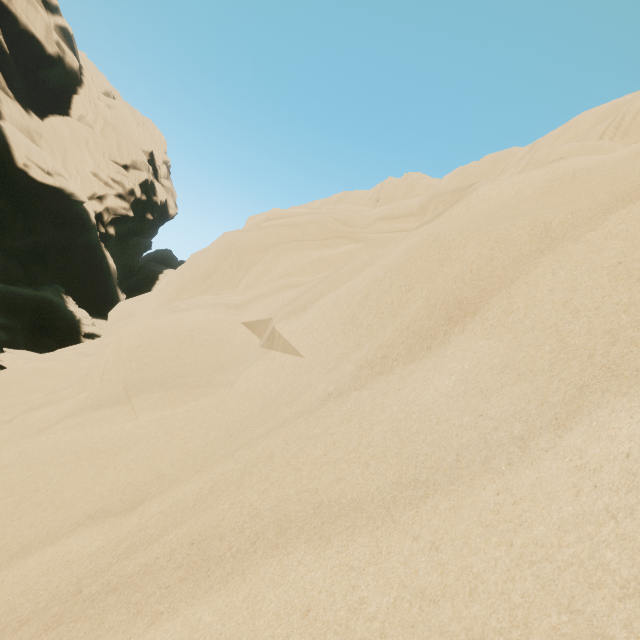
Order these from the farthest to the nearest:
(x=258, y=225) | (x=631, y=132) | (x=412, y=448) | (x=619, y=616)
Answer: (x=258, y=225) → (x=631, y=132) → (x=412, y=448) → (x=619, y=616)
